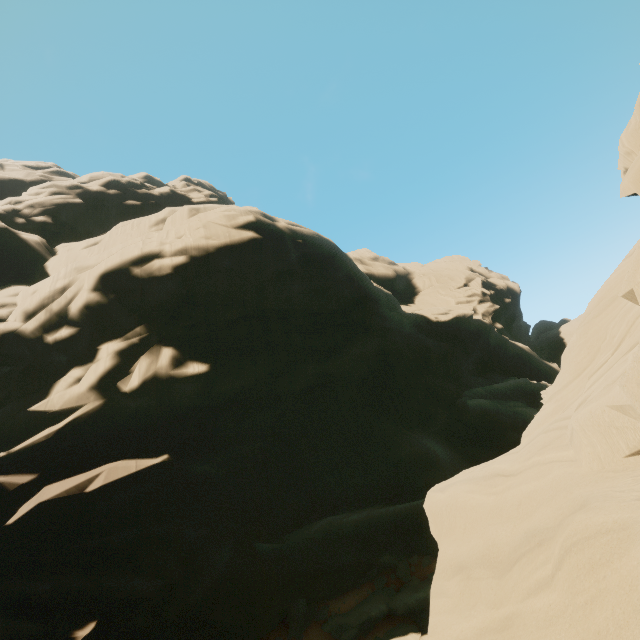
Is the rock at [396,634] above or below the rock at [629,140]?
below

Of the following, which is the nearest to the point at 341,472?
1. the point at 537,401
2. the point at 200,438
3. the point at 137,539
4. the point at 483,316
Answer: the point at 200,438

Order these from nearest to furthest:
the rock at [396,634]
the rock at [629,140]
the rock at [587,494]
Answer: the rock at [587,494]
the rock at [629,140]
the rock at [396,634]

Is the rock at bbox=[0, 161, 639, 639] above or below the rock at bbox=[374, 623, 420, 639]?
above

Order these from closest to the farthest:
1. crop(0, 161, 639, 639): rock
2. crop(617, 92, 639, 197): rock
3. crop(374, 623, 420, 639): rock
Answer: crop(0, 161, 639, 639): rock, crop(617, 92, 639, 197): rock, crop(374, 623, 420, 639): rock

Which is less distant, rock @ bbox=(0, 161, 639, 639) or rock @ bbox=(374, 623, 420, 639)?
rock @ bbox=(0, 161, 639, 639)
